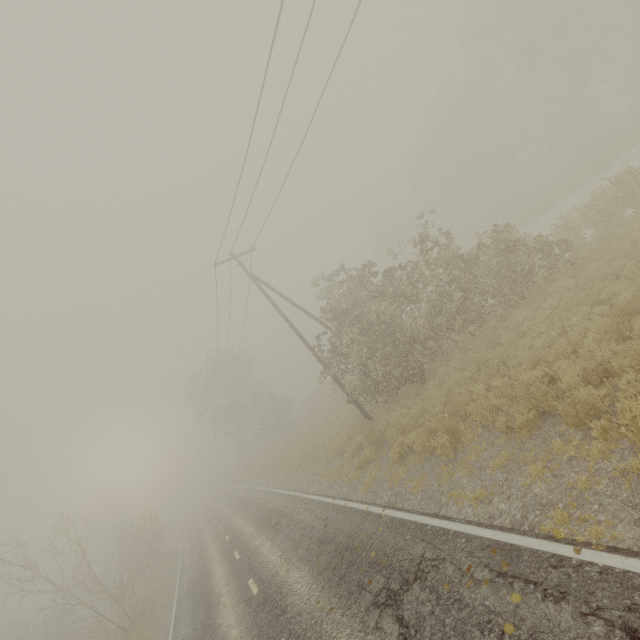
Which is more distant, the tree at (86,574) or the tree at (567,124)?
the tree at (86,574)

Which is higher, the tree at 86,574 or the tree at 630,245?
the tree at 86,574

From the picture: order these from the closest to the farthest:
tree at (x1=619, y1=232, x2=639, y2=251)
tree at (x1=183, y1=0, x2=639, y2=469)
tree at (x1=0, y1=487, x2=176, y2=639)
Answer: tree at (x1=619, y1=232, x2=639, y2=251) → tree at (x1=183, y1=0, x2=639, y2=469) → tree at (x1=0, y1=487, x2=176, y2=639)

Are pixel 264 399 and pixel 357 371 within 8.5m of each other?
no

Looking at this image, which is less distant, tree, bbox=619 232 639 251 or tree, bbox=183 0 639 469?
tree, bbox=619 232 639 251

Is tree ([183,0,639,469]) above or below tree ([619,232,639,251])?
above
